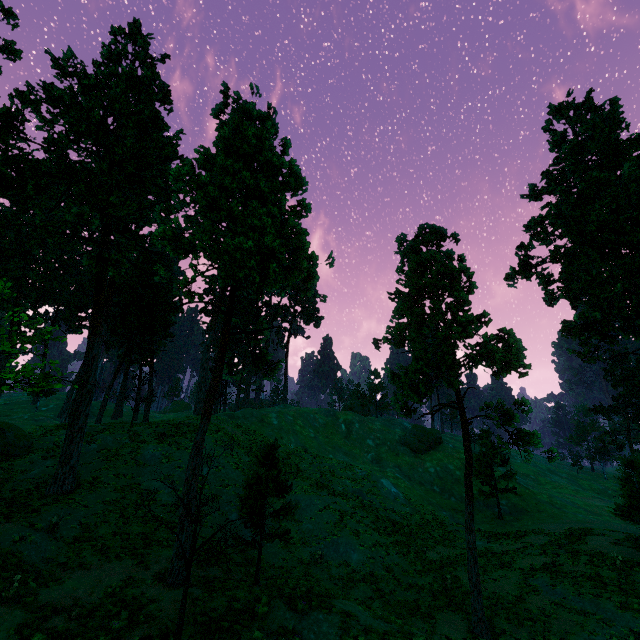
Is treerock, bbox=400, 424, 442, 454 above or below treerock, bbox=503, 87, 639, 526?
below

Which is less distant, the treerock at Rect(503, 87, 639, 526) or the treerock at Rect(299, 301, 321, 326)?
the treerock at Rect(503, 87, 639, 526)

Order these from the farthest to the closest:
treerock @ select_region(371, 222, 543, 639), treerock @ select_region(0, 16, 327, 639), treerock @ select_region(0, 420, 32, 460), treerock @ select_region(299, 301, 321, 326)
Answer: treerock @ select_region(299, 301, 321, 326), treerock @ select_region(0, 420, 32, 460), treerock @ select_region(371, 222, 543, 639), treerock @ select_region(0, 16, 327, 639)

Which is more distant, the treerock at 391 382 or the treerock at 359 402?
the treerock at 359 402

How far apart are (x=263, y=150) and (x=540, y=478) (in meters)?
63.28
